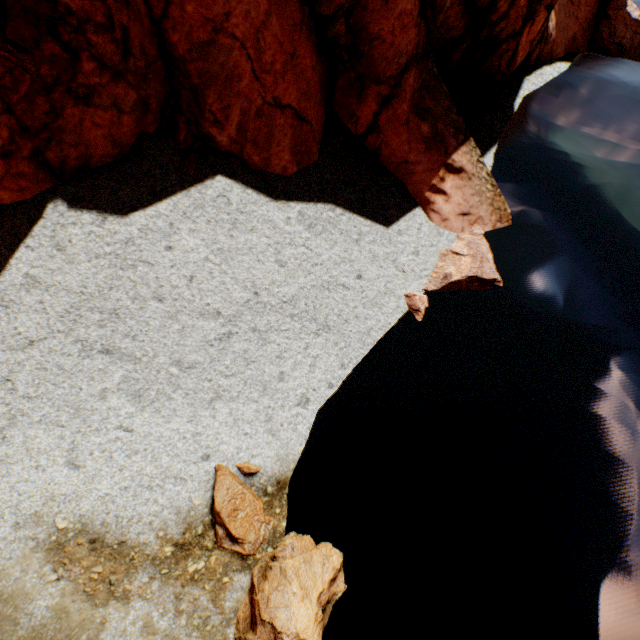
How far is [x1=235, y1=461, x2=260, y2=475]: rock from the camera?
6.7 meters

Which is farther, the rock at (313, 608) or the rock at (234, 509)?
the rock at (234, 509)

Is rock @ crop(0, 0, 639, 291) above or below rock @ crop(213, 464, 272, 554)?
above

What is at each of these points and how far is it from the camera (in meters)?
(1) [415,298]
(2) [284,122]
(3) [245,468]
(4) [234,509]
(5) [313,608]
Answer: (1) rock, 9.52
(2) rock, 9.01
(3) rock, 6.69
(4) rock, 6.21
(5) rock, 5.46

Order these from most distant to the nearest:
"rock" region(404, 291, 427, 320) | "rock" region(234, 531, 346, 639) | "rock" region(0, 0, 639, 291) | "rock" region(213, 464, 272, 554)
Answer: "rock" region(404, 291, 427, 320)
"rock" region(0, 0, 639, 291)
"rock" region(213, 464, 272, 554)
"rock" region(234, 531, 346, 639)

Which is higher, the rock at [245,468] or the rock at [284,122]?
the rock at [284,122]

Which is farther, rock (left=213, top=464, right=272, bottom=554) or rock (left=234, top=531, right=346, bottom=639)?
rock (left=213, top=464, right=272, bottom=554)
